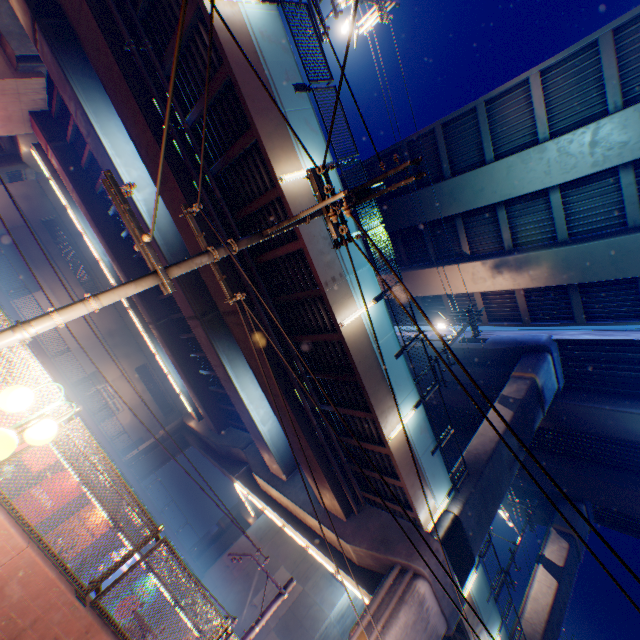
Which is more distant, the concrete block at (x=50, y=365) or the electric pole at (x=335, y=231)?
the concrete block at (x=50, y=365)

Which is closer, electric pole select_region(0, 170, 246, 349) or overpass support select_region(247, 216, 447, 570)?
electric pole select_region(0, 170, 246, 349)

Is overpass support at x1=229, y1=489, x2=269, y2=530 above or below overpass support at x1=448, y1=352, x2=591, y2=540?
below

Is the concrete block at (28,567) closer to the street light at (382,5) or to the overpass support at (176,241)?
the overpass support at (176,241)

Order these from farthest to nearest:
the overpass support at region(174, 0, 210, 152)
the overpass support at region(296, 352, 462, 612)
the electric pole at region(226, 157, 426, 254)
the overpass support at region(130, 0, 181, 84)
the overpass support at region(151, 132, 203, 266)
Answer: the overpass support at region(296, 352, 462, 612) < the overpass support at region(151, 132, 203, 266) < the overpass support at region(130, 0, 181, 84) < the overpass support at region(174, 0, 210, 152) < the electric pole at region(226, 157, 426, 254)

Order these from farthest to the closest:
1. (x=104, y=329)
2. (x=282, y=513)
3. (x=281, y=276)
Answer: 1. (x=104, y=329)
2. (x=282, y=513)
3. (x=281, y=276)

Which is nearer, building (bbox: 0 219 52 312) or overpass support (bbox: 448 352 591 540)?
overpass support (bbox: 448 352 591 540)
